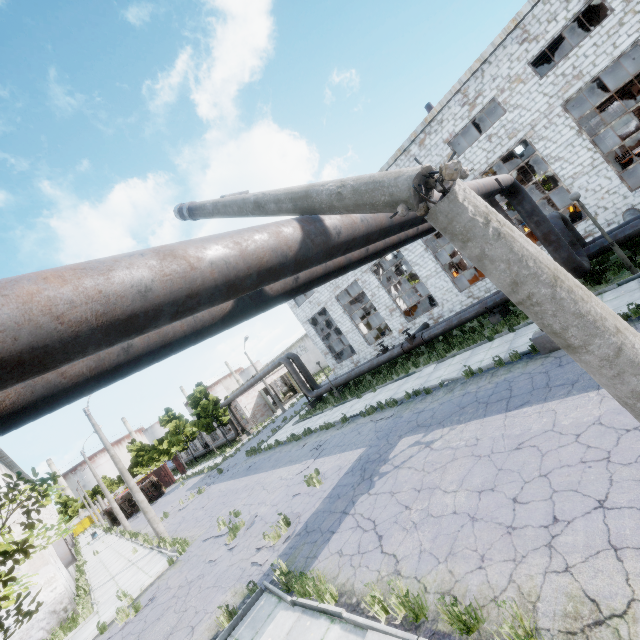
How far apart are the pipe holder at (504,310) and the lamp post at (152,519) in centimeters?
2106cm

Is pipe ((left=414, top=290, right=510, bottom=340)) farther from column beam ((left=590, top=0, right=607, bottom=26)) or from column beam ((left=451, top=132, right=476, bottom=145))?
column beam ((left=590, top=0, right=607, bottom=26))

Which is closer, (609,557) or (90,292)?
(90,292)

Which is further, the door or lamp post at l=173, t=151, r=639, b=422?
the door

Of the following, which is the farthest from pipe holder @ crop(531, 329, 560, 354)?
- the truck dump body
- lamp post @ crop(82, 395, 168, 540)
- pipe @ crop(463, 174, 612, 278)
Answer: the truck dump body

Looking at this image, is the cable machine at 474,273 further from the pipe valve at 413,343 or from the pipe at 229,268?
the pipe valve at 413,343

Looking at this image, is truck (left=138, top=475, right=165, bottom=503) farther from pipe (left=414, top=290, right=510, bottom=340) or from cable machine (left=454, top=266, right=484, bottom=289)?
cable machine (left=454, top=266, right=484, bottom=289)

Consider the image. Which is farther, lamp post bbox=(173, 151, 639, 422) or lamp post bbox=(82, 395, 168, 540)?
lamp post bbox=(82, 395, 168, 540)
